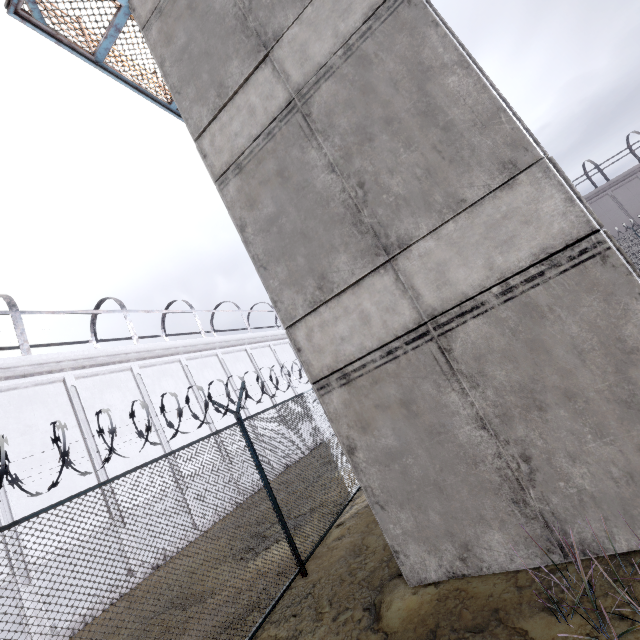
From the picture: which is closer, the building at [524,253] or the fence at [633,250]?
the building at [524,253]

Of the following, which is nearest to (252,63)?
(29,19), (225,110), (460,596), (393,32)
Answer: (225,110)

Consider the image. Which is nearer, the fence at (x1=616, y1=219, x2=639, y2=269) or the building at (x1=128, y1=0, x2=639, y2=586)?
the building at (x1=128, y1=0, x2=639, y2=586)
